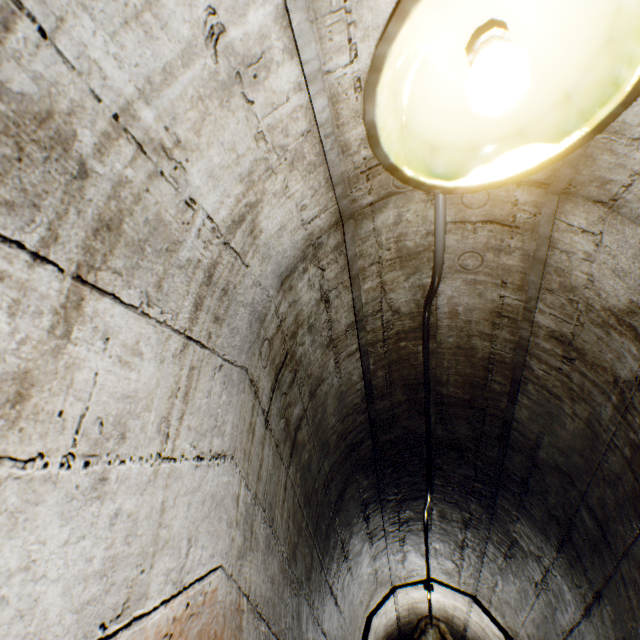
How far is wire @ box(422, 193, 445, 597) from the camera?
1.07m

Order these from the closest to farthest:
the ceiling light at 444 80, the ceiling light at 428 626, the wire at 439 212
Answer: the ceiling light at 444 80
the wire at 439 212
the ceiling light at 428 626

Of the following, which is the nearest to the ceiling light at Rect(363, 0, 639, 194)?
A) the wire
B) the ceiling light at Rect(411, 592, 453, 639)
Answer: the wire

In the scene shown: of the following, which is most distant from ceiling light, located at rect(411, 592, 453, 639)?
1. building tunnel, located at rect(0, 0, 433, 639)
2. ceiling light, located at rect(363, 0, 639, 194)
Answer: ceiling light, located at rect(363, 0, 639, 194)

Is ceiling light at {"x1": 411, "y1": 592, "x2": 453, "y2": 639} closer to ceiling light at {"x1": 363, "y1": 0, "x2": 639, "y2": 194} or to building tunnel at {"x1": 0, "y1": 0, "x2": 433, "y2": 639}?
building tunnel at {"x1": 0, "y1": 0, "x2": 433, "y2": 639}

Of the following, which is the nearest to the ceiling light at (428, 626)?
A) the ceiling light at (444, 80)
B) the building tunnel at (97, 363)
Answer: the building tunnel at (97, 363)

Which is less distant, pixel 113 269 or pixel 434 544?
pixel 113 269
